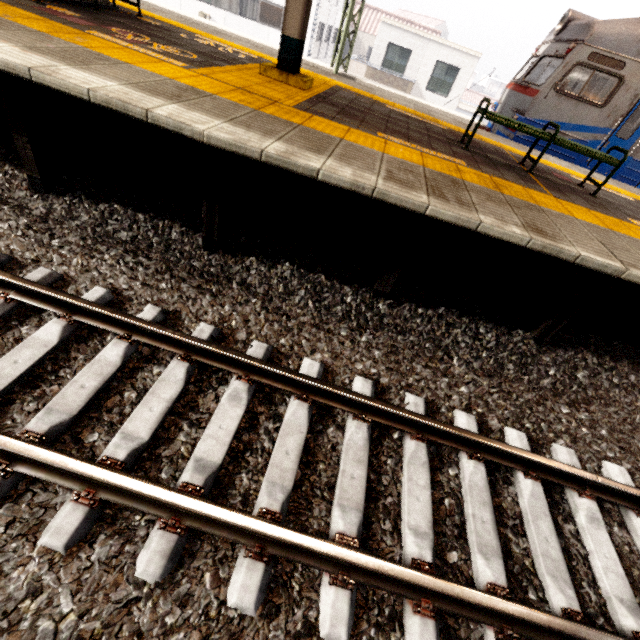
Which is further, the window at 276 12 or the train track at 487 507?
the window at 276 12

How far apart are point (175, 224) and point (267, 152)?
1.6 meters

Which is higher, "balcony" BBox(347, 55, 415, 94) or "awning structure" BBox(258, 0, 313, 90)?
"awning structure" BBox(258, 0, 313, 90)

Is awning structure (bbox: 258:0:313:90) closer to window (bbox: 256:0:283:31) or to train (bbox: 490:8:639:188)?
train (bbox: 490:8:639:188)

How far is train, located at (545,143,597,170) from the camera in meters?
8.1 m

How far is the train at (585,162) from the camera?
8.1m

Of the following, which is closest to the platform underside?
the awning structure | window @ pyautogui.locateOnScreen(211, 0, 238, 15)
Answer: the awning structure
